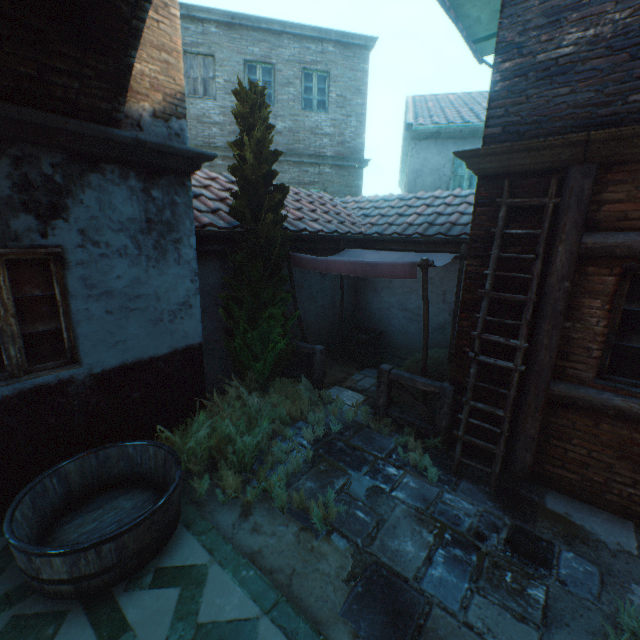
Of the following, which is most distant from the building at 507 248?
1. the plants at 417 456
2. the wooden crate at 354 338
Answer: the wooden crate at 354 338

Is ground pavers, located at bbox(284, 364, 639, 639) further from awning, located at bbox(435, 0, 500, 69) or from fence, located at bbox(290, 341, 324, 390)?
awning, located at bbox(435, 0, 500, 69)

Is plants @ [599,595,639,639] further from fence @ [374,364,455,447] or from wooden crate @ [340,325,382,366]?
wooden crate @ [340,325,382,366]

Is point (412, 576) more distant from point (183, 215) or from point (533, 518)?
point (183, 215)

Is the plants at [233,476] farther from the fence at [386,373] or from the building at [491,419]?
the fence at [386,373]

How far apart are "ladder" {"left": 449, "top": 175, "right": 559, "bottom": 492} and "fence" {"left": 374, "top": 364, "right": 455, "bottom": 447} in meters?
0.3

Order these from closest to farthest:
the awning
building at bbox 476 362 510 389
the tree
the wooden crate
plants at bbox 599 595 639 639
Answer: plants at bbox 599 595 639 639 < building at bbox 476 362 510 389 < the tree < the awning < the wooden crate

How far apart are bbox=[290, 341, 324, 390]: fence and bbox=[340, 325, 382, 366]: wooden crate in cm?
178
